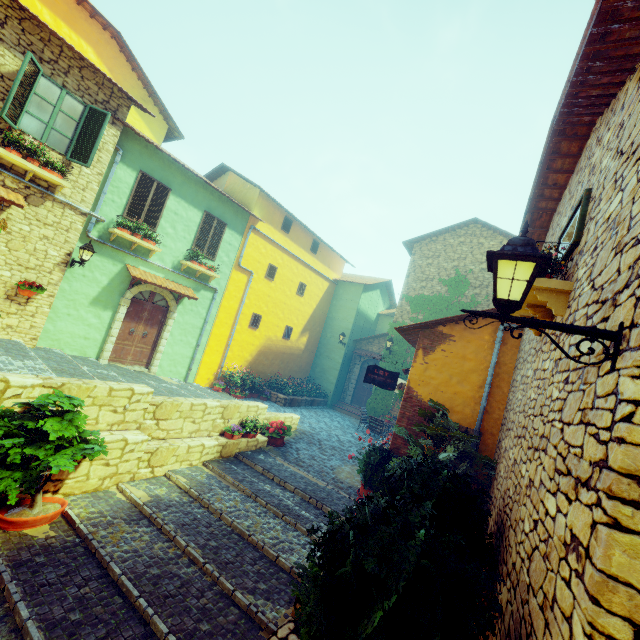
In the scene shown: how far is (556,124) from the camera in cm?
461

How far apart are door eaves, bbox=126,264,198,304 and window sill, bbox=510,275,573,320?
10.3m

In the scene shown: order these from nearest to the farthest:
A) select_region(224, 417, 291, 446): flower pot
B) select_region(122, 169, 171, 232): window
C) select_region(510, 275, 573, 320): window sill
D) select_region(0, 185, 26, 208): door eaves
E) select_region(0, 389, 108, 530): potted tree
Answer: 1. select_region(510, 275, 573, 320): window sill
2. select_region(0, 389, 108, 530): potted tree
3. select_region(0, 185, 26, 208): door eaves
4. select_region(224, 417, 291, 446): flower pot
5. select_region(122, 169, 171, 232): window

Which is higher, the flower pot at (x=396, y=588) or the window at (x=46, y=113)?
the window at (x=46, y=113)

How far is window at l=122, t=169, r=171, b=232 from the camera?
10.43m

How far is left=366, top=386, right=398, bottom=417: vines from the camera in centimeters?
1554cm

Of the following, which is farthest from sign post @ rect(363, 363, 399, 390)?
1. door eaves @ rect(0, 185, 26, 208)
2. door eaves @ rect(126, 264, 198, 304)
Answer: door eaves @ rect(0, 185, 26, 208)

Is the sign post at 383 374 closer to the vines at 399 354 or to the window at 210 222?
the vines at 399 354
